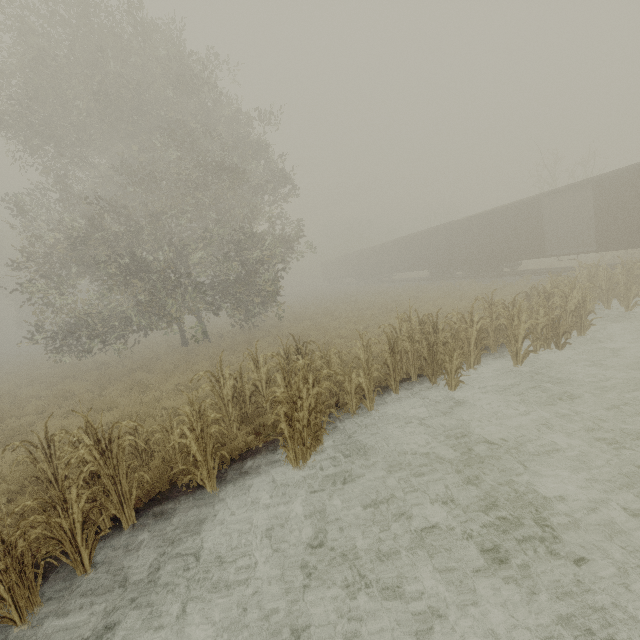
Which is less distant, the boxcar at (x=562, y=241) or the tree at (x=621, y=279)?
the tree at (x=621, y=279)

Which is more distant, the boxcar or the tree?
the boxcar

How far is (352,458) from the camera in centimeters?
621cm
